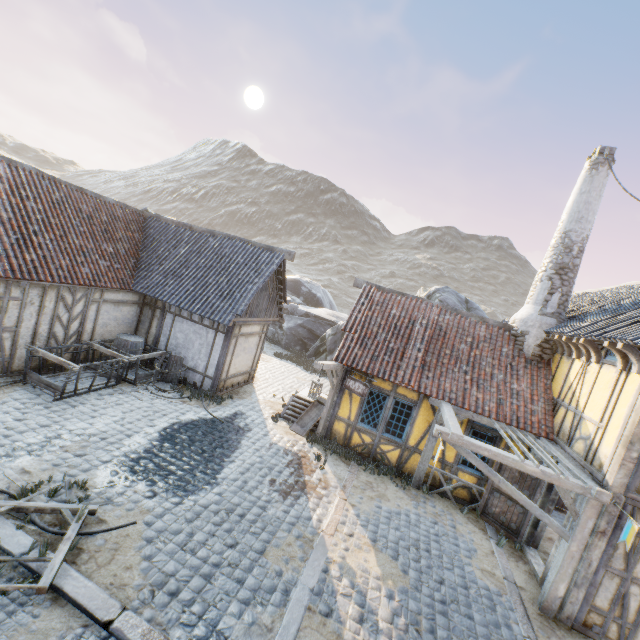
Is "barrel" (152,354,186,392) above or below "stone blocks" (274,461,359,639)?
above

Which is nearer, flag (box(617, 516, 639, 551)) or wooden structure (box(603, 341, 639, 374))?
flag (box(617, 516, 639, 551))

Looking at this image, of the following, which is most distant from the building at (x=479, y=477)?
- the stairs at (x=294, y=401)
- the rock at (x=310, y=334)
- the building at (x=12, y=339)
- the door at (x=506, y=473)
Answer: the building at (x=12, y=339)

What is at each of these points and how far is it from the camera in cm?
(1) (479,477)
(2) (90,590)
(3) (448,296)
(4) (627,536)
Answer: (1) building, 973
(2) stone blocks, 452
(3) rock, 1925
(4) flag, 575

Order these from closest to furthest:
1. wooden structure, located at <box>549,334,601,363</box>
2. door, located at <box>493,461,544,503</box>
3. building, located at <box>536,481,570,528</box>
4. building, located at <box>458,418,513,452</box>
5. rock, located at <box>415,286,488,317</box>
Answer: building, located at <box>536,481,570,528</box> → wooden structure, located at <box>549,334,601,363</box> → door, located at <box>493,461,544,503</box> → building, located at <box>458,418,513,452</box> → rock, located at <box>415,286,488,317</box>

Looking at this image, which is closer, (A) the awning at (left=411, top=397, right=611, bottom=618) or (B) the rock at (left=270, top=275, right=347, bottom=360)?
(A) the awning at (left=411, top=397, right=611, bottom=618)

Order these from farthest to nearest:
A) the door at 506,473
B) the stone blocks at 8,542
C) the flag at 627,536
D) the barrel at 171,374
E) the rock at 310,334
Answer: the rock at 310,334
the barrel at 171,374
the door at 506,473
the flag at 627,536
the stone blocks at 8,542

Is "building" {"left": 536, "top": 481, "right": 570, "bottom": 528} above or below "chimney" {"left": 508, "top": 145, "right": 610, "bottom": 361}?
below
